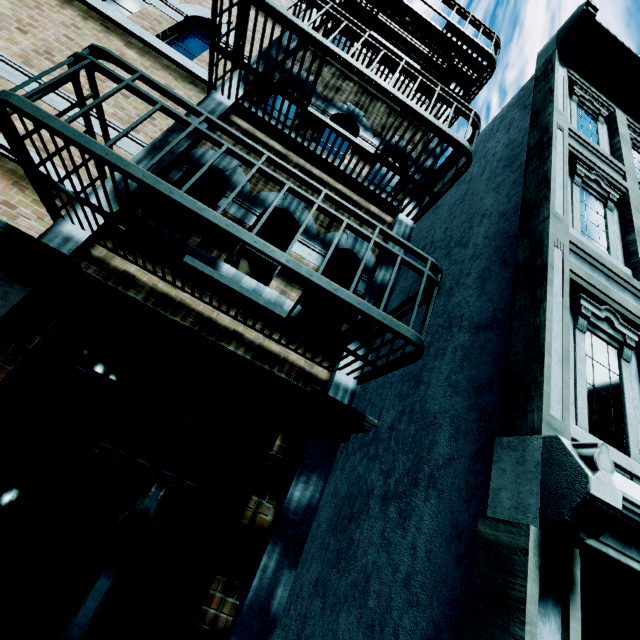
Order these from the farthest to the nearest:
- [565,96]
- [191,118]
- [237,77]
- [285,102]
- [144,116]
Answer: [565,96] → [285,102] → [237,77] → [191,118] → [144,116]
